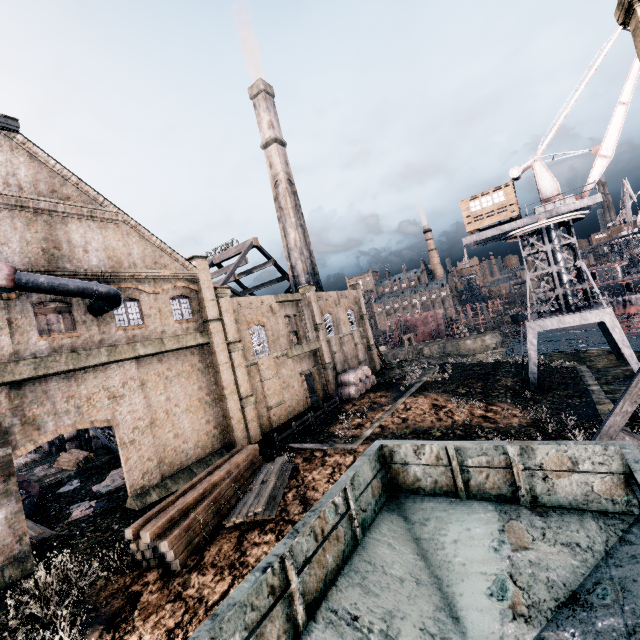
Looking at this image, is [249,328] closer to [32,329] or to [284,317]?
[284,317]

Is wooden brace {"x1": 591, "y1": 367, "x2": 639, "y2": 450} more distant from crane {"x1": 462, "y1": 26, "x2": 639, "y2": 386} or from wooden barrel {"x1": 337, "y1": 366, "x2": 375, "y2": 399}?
wooden barrel {"x1": 337, "y1": 366, "x2": 375, "y2": 399}

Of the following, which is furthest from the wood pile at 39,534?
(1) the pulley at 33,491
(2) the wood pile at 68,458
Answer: (2) the wood pile at 68,458

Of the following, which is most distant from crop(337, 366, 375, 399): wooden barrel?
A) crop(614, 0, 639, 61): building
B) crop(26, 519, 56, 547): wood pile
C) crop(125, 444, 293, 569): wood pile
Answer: crop(26, 519, 56, 547): wood pile

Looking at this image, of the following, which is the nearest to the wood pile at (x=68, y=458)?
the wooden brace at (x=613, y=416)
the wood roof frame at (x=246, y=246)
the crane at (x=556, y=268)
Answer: the wood roof frame at (x=246, y=246)

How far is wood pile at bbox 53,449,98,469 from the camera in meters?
28.9

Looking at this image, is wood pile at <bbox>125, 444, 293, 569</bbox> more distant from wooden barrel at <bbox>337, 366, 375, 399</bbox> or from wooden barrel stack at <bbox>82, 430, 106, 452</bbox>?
wooden barrel stack at <bbox>82, 430, 106, 452</bbox>

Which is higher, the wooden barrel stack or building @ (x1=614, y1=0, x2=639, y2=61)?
building @ (x1=614, y1=0, x2=639, y2=61)
